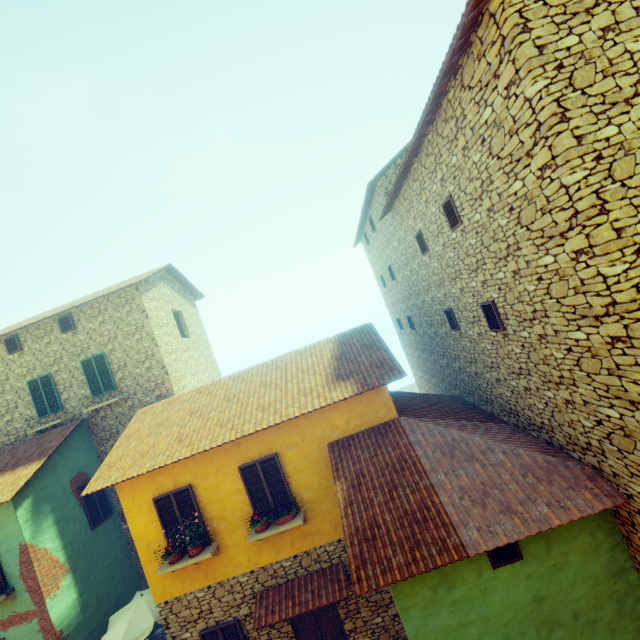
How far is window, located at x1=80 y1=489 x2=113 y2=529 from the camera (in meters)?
11.90

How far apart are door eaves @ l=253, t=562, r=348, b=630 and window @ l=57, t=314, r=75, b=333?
12.04m

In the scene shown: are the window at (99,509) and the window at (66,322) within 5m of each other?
no

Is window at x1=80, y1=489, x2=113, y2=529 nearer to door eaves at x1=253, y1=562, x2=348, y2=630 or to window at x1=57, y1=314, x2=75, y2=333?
window at x1=57, y1=314, x2=75, y2=333

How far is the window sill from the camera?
8.20m

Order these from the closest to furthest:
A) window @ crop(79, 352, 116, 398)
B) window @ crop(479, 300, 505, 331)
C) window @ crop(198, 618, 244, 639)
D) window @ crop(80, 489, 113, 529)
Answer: window @ crop(479, 300, 505, 331)
window @ crop(198, 618, 244, 639)
window @ crop(80, 489, 113, 529)
window @ crop(79, 352, 116, 398)

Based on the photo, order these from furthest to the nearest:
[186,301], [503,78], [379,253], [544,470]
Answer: [186,301] → [379,253] → [544,470] → [503,78]

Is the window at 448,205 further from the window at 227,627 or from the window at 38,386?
the window at 38,386
